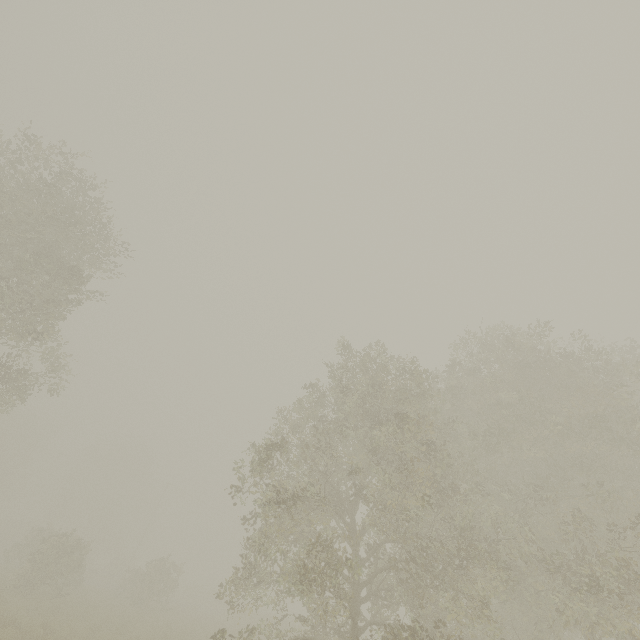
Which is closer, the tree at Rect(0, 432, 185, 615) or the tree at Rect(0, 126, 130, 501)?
the tree at Rect(0, 126, 130, 501)

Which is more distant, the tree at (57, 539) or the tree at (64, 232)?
the tree at (57, 539)

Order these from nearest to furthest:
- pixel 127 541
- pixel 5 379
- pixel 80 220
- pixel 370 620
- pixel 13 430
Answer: pixel 370 620
pixel 80 220
pixel 5 379
pixel 13 430
pixel 127 541
